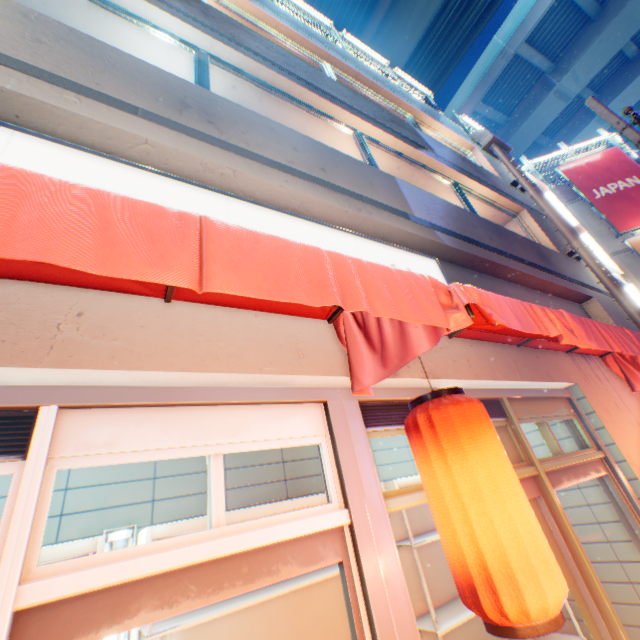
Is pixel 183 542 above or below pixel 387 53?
below

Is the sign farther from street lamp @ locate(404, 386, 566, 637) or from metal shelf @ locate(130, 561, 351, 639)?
metal shelf @ locate(130, 561, 351, 639)

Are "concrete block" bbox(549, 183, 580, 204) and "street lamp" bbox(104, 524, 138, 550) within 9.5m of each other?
no

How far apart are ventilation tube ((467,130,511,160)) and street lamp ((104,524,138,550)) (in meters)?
12.69

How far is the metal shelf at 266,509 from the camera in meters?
2.7 m

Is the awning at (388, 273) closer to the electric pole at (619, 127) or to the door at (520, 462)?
the door at (520, 462)

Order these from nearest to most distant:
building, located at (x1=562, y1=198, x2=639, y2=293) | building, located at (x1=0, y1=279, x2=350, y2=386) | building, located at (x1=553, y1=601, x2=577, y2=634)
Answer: building, located at (x1=0, y1=279, x2=350, y2=386) → building, located at (x1=553, y1=601, x2=577, y2=634) → building, located at (x1=562, y1=198, x2=639, y2=293)

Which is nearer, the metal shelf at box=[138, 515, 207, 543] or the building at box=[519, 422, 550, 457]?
the metal shelf at box=[138, 515, 207, 543]
